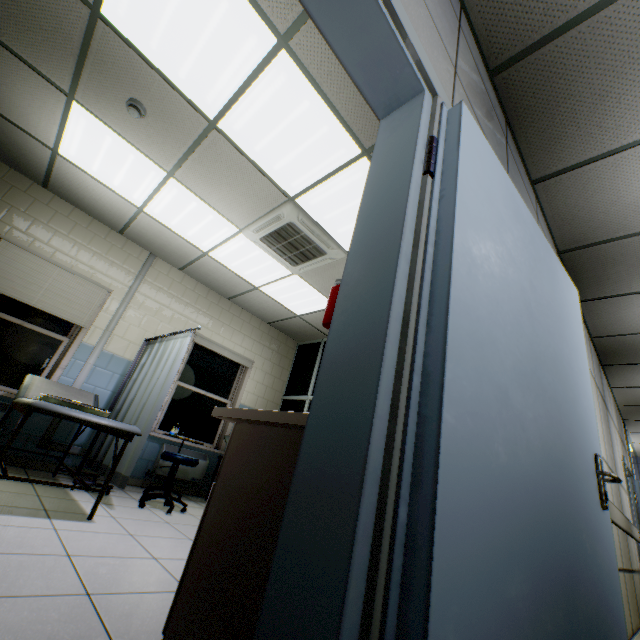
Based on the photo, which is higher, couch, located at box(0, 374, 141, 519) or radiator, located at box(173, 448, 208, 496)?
couch, located at box(0, 374, 141, 519)

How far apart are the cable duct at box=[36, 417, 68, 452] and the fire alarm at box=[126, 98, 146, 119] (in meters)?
2.61

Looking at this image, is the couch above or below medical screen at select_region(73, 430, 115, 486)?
above

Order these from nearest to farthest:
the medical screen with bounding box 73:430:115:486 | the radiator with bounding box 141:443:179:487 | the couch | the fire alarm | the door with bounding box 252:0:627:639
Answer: the door with bounding box 252:0:627:639
the couch
the fire alarm
the medical screen with bounding box 73:430:115:486
the radiator with bounding box 141:443:179:487

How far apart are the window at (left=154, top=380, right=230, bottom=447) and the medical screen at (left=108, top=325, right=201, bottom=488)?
0.9 meters

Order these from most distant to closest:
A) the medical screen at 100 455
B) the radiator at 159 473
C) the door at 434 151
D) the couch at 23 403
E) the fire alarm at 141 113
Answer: the radiator at 159 473 → the medical screen at 100 455 → the fire alarm at 141 113 → the couch at 23 403 → the door at 434 151

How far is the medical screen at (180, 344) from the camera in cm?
323

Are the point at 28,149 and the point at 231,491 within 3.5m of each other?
no
